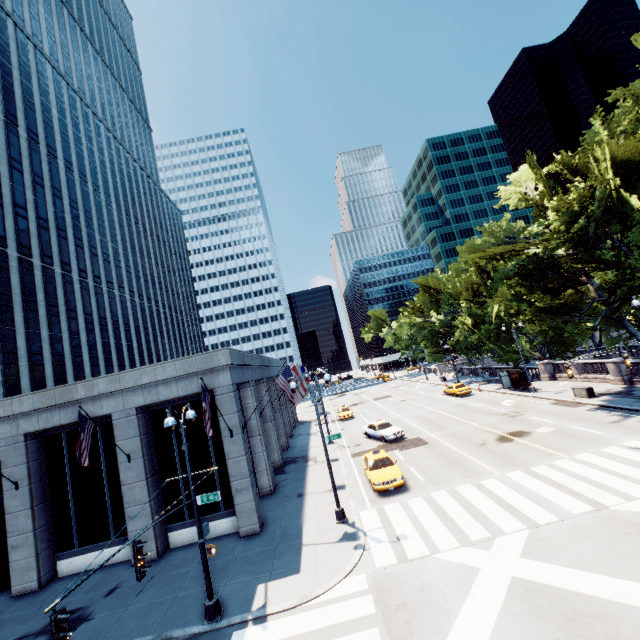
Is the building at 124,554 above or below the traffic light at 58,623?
below

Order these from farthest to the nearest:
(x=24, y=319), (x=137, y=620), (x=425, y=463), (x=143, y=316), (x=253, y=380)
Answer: (x=143, y=316) < (x=24, y=319) < (x=253, y=380) < (x=425, y=463) < (x=137, y=620)

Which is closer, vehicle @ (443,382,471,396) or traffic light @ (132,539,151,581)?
traffic light @ (132,539,151,581)

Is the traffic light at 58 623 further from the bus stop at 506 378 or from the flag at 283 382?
the bus stop at 506 378

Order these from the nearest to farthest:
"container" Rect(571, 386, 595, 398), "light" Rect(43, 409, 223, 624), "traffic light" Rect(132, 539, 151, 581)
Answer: "light" Rect(43, 409, 223, 624) < "traffic light" Rect(132, 539, 151, 581) < "container" Rect(571, 386, 595, 398)

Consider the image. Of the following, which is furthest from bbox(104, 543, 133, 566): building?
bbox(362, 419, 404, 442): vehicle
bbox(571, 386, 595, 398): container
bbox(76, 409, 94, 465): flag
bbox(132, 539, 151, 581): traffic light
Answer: bbox(571, 386, 595, 398): container

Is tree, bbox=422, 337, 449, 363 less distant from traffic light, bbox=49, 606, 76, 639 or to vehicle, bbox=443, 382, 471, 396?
vehicle, bbox=443, 382, 471, 396

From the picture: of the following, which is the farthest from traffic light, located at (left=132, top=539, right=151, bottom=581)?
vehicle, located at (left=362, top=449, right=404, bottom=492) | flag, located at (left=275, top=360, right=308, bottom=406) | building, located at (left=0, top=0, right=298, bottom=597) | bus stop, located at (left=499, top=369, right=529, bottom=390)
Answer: bus stop, located at (left=499, top=369, right=529, bottom=390)
